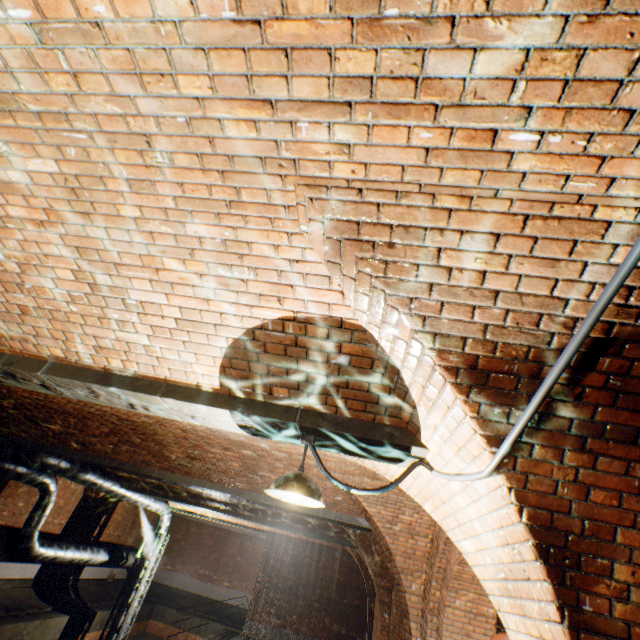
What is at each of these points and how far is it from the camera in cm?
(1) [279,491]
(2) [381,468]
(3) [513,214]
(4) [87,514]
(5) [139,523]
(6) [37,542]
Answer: (1) ceiling light, 265
(2) support arch, 366
(3) support arch, 137
(4) support arch, 1556
(5) support arch, 1948
(6) pipe, 1074

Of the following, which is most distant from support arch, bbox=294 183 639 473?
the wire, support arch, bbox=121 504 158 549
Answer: support arch, bbox=121 504 158 549

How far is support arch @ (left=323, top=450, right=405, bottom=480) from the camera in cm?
332

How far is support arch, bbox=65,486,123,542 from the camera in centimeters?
1523cm

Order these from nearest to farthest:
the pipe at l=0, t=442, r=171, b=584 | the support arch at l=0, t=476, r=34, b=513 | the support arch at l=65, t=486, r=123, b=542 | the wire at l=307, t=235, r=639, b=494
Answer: the wire at l=307, t=235, r=639, b=494 < the pipe at l=0, t=442, r=171, b=584 < the support arch at l=0, t=476, r=34, b=513 < the support arch at l=65, t=486, r=123, b=542

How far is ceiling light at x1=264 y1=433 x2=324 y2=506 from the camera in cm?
235

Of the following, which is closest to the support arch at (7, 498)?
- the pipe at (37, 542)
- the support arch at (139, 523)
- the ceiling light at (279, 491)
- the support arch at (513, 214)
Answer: the pipe at (37, 542)

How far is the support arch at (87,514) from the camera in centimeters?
1523cm
